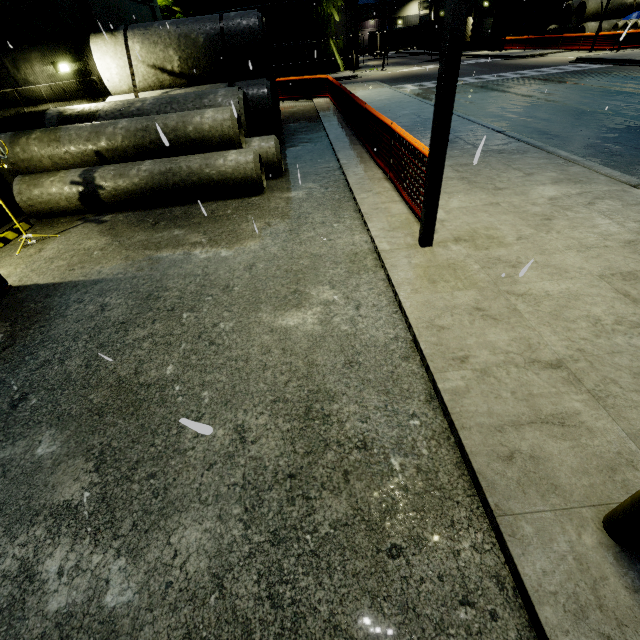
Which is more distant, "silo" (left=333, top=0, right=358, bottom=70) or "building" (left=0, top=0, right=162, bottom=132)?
"silo" (left=333, top=0, right=358, bottom=70)

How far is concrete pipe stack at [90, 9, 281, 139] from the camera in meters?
10.3

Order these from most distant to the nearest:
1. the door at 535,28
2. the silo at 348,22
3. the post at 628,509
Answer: the door at 535,28
the silo at 348,22
the post at 628,509

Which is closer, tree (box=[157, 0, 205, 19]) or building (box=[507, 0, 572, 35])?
tree (box=[157, 0, 205, 19])

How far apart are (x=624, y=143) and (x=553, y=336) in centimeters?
943cm

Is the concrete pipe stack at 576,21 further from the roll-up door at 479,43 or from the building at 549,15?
the roll-up door at 479,43

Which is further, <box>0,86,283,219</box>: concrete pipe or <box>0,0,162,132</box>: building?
<box>0,0,162,132</box>: building

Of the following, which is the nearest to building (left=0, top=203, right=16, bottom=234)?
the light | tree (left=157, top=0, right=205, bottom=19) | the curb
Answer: tree (left=157, top=0, right=205, bottom=19)
